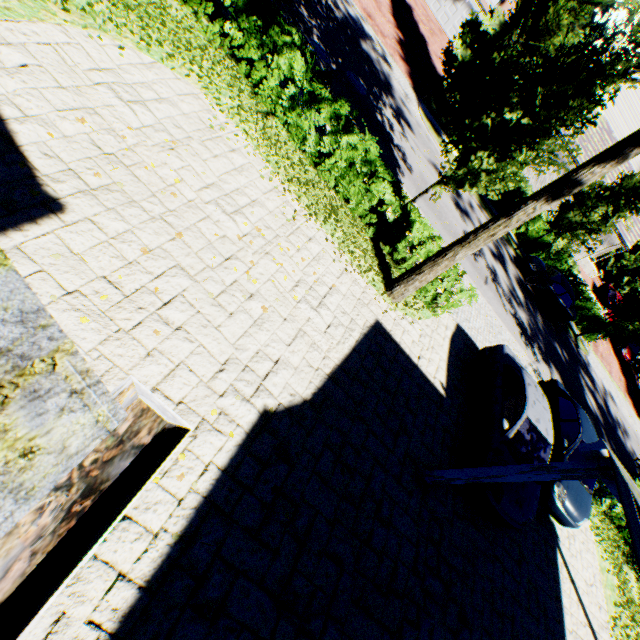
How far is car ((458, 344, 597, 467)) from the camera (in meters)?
7.64

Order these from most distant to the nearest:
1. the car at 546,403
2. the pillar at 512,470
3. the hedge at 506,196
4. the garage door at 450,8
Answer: the garage door at 450,8, the hedge at 506,196, the car at 546,403, the pillar at 512,470

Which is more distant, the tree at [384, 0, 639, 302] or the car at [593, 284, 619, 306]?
the car at [593, 284, 619, 306]

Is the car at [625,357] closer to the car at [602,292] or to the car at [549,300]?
the car at [602,292]

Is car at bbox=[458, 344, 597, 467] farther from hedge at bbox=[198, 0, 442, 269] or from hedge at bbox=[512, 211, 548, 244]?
hedge at bbox=[512, 211, 548, 244]

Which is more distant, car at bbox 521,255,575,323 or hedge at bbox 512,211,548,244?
hedge at bbox 512,211,548,244

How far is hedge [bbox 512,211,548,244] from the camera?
21.7m

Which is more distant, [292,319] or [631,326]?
[631,326]
